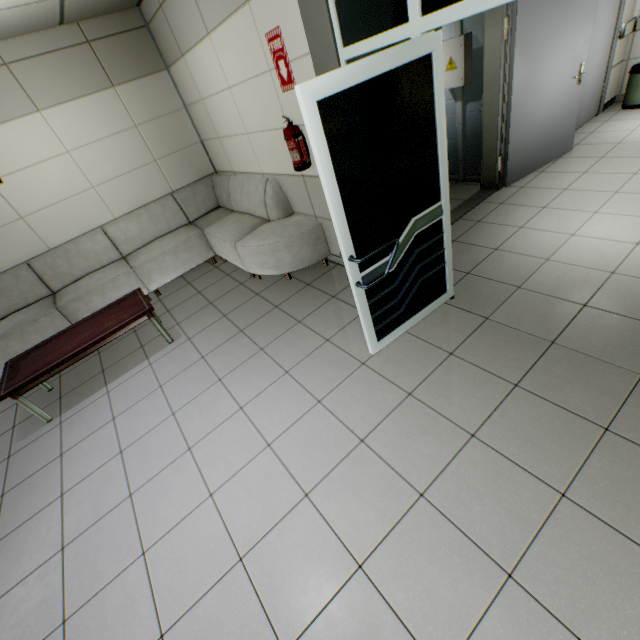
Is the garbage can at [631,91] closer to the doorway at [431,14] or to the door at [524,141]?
the door at [524,141]

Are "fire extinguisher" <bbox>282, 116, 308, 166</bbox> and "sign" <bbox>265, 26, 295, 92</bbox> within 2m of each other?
yes

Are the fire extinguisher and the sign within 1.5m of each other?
yes

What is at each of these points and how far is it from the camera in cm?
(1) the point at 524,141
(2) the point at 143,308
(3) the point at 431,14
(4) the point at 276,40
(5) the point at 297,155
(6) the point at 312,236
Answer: (1) door, 412
(2) table, 362
(3) doorway, 180
(4) sign, 280
(5) fire extinguisher, 326
(6) sofa, 386

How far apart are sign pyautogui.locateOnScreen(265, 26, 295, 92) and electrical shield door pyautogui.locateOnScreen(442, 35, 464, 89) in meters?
2.4

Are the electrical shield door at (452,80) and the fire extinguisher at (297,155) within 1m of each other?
no

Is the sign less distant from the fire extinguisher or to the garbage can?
the fire extinguisher

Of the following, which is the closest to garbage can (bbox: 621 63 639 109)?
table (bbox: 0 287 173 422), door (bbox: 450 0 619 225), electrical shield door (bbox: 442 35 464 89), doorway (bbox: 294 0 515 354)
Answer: door (bbox: 450 0 619 225)
